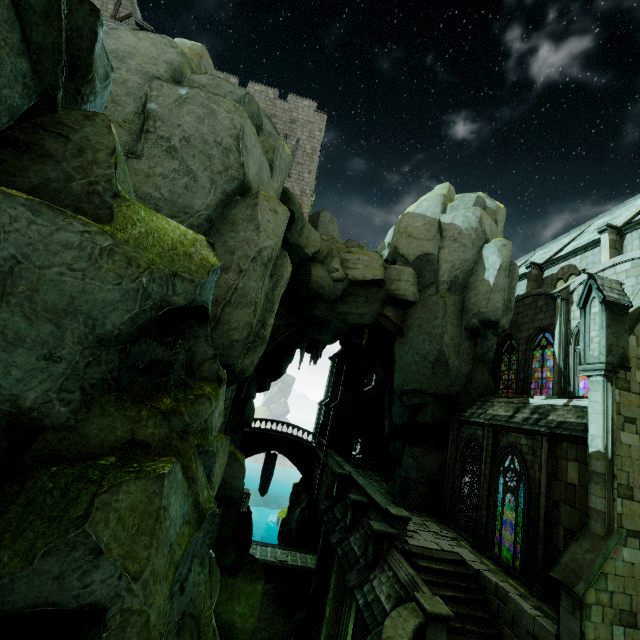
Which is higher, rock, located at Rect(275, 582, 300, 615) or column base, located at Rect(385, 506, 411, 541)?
column base, located at Rect(385, 506, 411, 541)

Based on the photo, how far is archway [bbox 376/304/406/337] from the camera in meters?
21.3

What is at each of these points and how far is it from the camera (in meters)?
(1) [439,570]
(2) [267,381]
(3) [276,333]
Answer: (1) stair, 12.69
(2) rock, 22.69
(3) archway, 20.03

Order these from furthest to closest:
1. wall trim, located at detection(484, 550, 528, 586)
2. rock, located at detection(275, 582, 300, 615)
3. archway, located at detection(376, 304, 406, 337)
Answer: rock, located at detection(275, 582, 300, 615), archway, located at detection(376, 304, 406, 337), wall trim, located at detection(484, 550, 528, 586)

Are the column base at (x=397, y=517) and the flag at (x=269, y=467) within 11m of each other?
no

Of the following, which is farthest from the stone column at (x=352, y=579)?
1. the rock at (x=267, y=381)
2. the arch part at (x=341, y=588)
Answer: the rock at (x=267, y=381)

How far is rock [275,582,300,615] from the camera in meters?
25.9

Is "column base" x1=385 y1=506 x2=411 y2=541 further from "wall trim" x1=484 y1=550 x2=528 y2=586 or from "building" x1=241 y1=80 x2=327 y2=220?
"building" x1=241 y1=80 x2=327 y2=220
